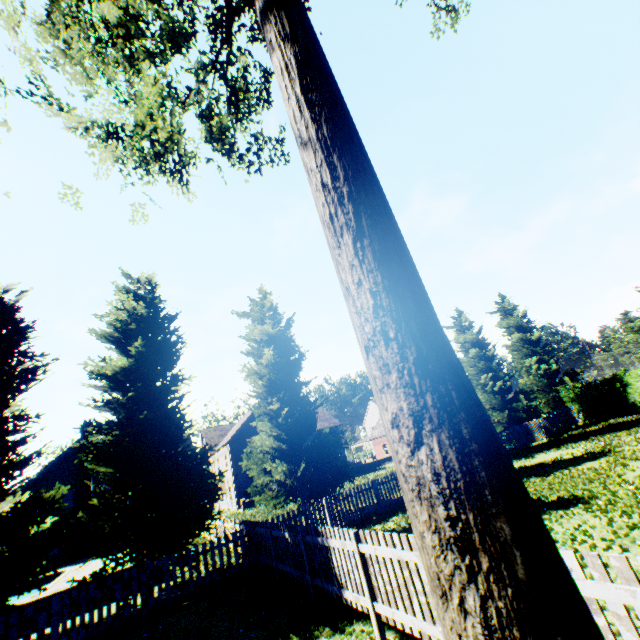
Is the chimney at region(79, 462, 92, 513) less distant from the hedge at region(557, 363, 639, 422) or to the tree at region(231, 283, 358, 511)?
the tree at region(231, 283, 358, 511)

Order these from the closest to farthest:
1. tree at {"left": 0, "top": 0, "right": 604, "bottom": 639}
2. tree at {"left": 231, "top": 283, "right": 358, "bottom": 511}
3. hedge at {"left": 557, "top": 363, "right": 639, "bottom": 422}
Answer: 1. tree at {"left": 0, "top": 0, "right": 604, "bottom": 639}
2. tree at {"left": 231, "top": 283, "right": 358, "bottom": 511}
3. hedge at {"left": 557, "top": 363, "right": 639, "bottom": 422}

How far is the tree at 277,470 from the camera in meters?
14.3

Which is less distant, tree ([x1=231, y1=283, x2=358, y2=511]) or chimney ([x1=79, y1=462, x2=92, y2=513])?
tree ([x1=231, y1=283, x2=358, y2=511])

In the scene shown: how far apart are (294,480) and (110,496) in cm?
702

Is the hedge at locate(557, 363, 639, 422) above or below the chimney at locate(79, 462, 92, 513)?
below

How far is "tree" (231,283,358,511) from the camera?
14.34m

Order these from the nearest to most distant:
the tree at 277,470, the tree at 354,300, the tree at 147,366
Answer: the tree at 354,300 → the tree at 147,366 → the tree at 277,470
